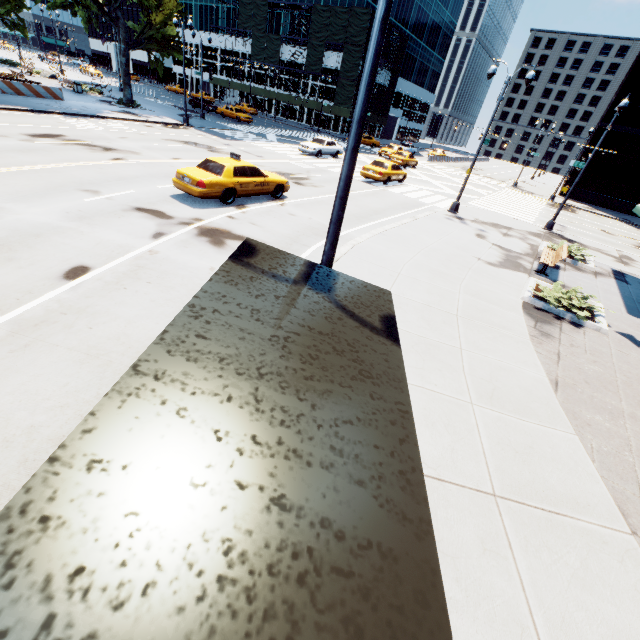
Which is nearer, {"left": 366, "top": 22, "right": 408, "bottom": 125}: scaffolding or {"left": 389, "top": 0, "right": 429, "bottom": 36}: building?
{"left": 366, "top": 22, "right": 408, "bottom": 125}: scaffolding

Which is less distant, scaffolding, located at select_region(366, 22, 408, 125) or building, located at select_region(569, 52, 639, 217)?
building, located at select_region(569, 52, 639, 217)

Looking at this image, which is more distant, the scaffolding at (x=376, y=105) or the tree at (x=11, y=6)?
the scaffolding at (x=376, y=105)

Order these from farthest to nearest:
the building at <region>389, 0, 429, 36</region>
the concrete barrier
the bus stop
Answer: the building at <region>389, 0, 429, 36</region> < the concrete barrier < the bus stop

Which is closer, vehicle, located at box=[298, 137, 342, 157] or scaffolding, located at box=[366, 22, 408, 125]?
vehicle, located at box=[298, 137, 342, 157]

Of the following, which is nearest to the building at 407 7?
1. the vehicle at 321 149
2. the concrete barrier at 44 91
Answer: the vehicle at 321 149

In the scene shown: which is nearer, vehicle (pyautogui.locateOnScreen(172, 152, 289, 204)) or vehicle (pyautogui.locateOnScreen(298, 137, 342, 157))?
vehicle (pyautogui.locateOnScreen(172, 152, 289, 204))

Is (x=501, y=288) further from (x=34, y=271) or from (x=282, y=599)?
(x=34, y=271)
